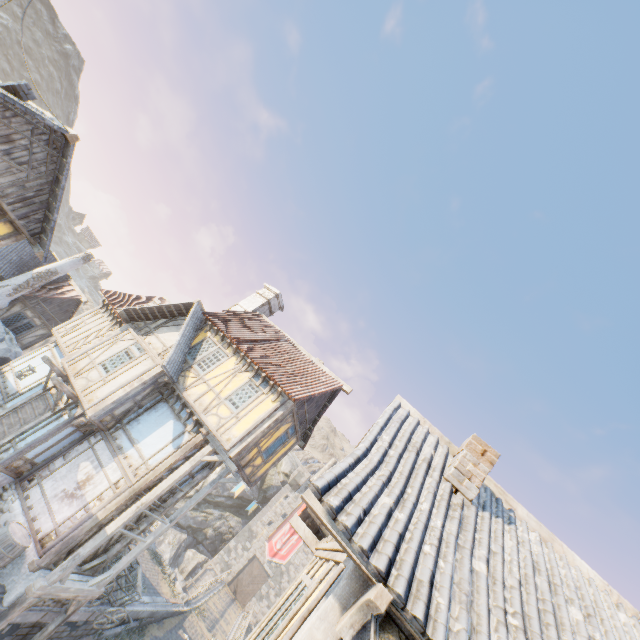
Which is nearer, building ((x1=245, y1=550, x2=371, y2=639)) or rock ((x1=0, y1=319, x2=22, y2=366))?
building ((x1=245, y1=550, x2=371, y2=639))

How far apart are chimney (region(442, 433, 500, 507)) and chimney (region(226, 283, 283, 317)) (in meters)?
14.15

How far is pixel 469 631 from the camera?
3.2m

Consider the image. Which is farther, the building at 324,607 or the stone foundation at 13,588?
the stone foundation at 13,588

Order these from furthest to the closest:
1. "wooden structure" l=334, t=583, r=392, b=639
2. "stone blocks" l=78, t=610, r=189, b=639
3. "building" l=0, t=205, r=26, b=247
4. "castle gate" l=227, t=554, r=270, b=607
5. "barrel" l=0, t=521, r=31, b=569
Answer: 1. "castle gate" l=227, t=554, r=270, b=607
2. "stone blocks" l=78, t=610, r=189, b=639
3. "building" l=0, t=205, r=26, b=247
4. "barrel" l=0, t=521, r=31, b=569
5. "wooden structure" l=334, t=583, r=392, b=639

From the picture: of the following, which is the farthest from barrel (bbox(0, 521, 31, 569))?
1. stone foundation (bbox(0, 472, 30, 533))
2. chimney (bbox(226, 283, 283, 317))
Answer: chimney (bbox(226, 283, 283, 317))

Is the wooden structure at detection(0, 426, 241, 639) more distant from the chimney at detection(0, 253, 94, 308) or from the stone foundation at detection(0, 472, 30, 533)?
the chimney at detection(0, 253, 94, 308)

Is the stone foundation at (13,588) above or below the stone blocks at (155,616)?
above
